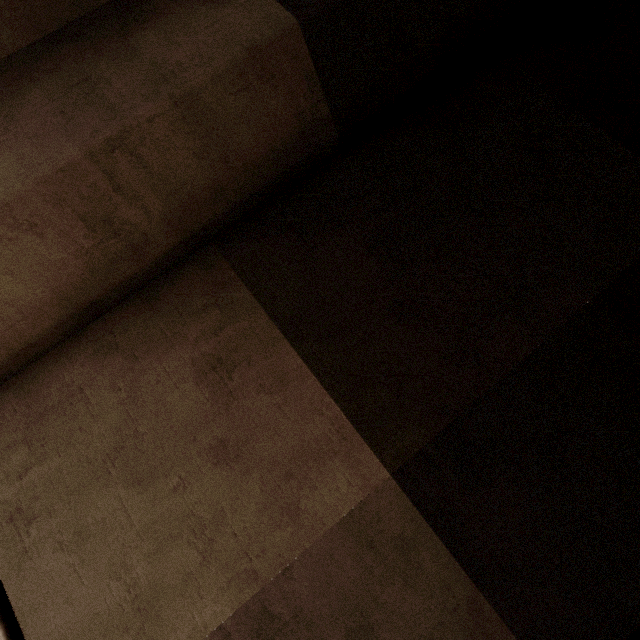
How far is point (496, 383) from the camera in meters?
3.0

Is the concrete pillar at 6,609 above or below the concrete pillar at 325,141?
below

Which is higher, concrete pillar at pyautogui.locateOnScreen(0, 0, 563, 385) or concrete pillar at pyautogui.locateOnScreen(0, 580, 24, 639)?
concrete pillar at pyautogui.locateOnScreen(0, 0, 563, 385)
